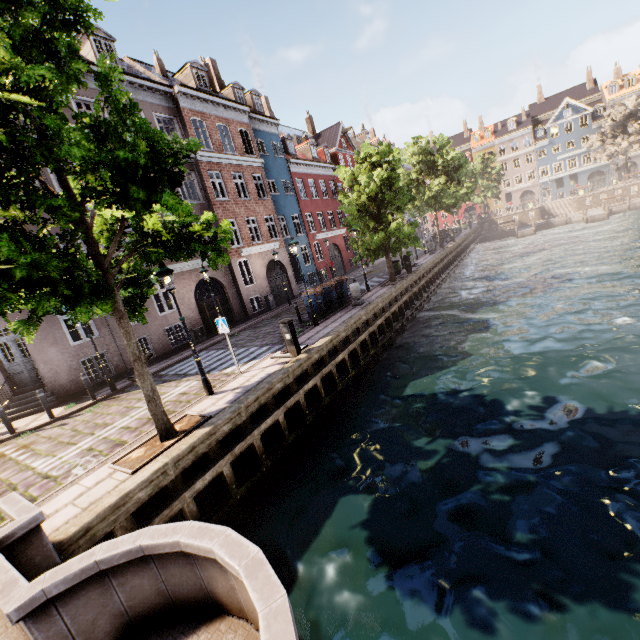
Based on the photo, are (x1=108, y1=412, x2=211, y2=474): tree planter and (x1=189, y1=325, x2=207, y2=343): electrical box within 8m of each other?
no

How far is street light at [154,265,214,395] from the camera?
8.39m

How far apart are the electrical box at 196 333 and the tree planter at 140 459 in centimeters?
1002cm

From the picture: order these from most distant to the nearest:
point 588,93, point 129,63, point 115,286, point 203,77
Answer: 1. point 588,93
2. point 203,77
3. point 129,63
4. point 115,286

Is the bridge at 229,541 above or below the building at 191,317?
below

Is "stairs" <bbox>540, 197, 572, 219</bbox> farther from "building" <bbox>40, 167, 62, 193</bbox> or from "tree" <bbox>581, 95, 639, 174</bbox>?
"building" <bbox>40, 167, 62, 193</bbox>

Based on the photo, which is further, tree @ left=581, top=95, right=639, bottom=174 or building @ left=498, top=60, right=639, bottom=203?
building @ left=498, top=60, right=639, bottom=203

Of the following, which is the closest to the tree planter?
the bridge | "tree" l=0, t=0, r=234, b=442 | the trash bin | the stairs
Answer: "tree" l=0, t=0, r=234, b=442
